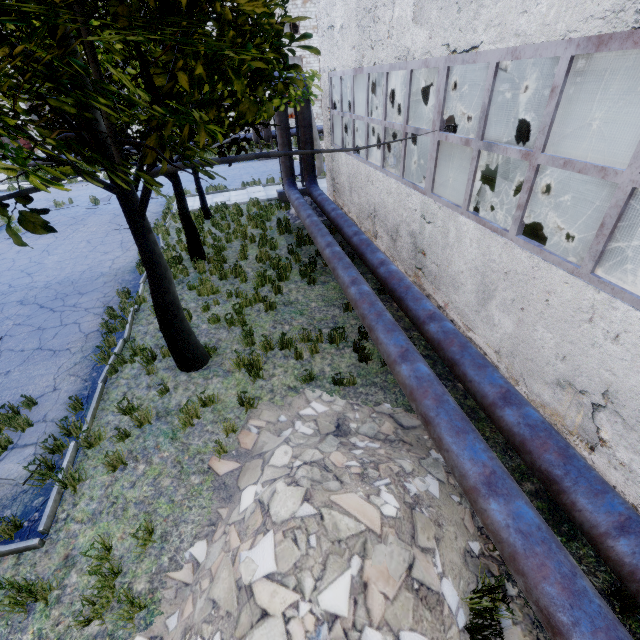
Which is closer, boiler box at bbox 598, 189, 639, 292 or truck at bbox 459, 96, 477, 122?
boiler box at bbox 598, 189, 639, 292

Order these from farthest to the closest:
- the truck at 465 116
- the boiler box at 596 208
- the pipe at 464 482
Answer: the truck at 465 116 → the boiler box at 596 208 → the pipe at 464 482

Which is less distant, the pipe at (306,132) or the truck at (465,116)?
the pipe at (306,132)

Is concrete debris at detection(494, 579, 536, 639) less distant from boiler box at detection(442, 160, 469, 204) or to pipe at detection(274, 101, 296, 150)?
pipe at detection(274, 101, 296, 150)

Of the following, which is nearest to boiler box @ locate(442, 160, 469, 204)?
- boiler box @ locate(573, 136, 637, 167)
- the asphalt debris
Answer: boiler box @ locate(573, 136, 637, 167)

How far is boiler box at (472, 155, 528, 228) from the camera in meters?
6.4 m

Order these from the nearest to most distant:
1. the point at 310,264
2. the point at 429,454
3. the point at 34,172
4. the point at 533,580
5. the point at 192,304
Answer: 1. the point at 34,172
2. the point at 533,580
3. the point at 429,454
4. the point at 192,304
5. the point at 310,264

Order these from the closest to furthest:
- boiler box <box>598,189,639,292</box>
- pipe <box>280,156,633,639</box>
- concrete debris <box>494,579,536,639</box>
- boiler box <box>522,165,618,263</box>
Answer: pipe <box>280,156,633,639</box> → concrete debris <box>494,579,536,639</box> → boiler box <box>598,189,639,292</box> → boiler box <box>522,165,618,263</box>
